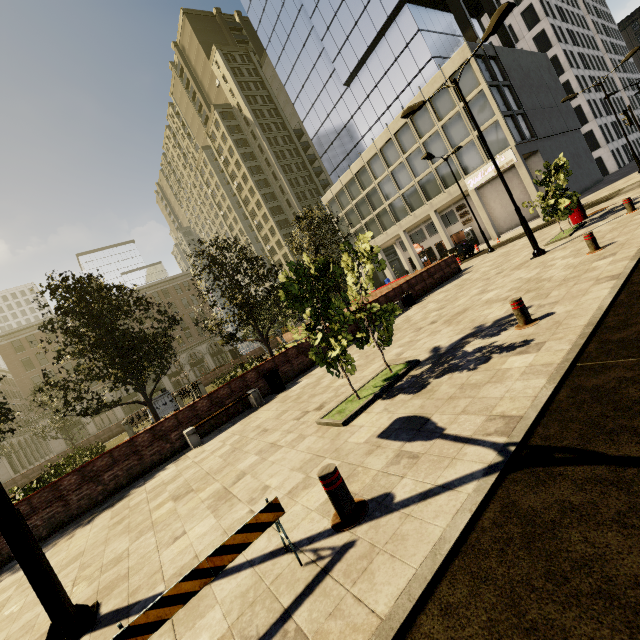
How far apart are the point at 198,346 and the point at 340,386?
56.01m

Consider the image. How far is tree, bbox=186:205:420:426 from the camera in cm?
612

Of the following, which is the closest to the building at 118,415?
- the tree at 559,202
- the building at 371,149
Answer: the tree at 559,202

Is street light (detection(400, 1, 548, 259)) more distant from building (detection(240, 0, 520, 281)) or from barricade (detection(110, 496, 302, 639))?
barricade (detection(110, 496, 302, 639))

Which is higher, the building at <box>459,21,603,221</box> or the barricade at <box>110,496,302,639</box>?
the building at <box>459,21,603,221</box>

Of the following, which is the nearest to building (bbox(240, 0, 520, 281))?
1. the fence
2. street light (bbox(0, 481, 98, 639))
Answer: street light (bbox(0, 481, 98, 639))

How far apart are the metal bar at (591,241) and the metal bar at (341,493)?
9.56m

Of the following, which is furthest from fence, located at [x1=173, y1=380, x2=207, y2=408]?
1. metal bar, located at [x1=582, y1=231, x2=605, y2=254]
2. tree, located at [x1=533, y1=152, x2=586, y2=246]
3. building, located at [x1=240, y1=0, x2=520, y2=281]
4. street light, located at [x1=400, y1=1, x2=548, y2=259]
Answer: building, located at [x1=240, y1=0, x2=520, y2=281]
